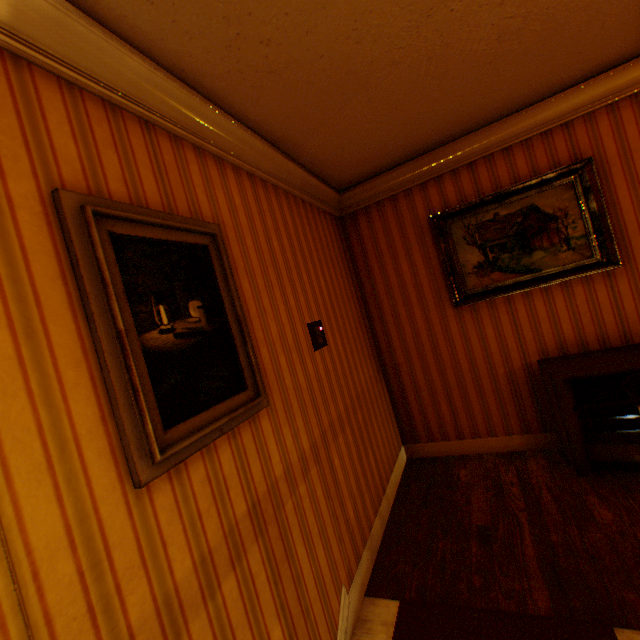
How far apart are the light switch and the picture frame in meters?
0.7 m

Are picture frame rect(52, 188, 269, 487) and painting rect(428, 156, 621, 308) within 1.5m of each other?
no

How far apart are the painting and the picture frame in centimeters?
240cm

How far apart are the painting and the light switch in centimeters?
155cm

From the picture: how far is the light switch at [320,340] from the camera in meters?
2.4

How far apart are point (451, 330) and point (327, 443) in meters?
2.0

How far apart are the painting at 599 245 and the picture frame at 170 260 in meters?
2.4 m

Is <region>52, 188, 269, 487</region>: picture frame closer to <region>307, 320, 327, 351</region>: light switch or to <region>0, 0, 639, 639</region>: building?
<region>0, 0, 639, 639</region>: building
